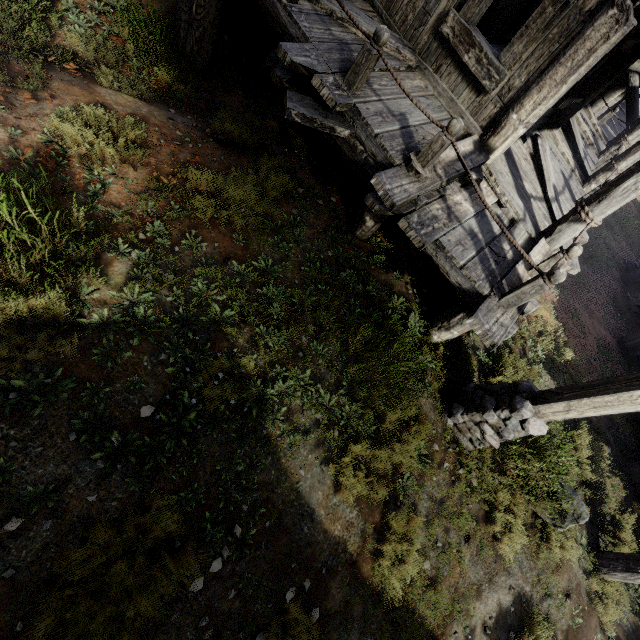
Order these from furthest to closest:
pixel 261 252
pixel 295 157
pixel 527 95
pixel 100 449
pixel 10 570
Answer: pixel 295 157 < pixel 527 95 < pixel 261 252 < pixel 100 449 < pixel 10 570

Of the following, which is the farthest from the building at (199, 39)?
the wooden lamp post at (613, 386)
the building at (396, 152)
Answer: the wooden lamp post at (613, 386)

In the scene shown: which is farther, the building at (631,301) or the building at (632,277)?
the building at (632,277)

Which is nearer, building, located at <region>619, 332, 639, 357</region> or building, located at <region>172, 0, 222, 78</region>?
building, located at <region>172, 0, 222, 78</region>

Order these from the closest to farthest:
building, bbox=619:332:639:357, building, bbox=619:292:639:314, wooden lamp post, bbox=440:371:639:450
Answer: wooden lamp post, bbox=440:371:639:450 < building, bbox=619:332:639:357 < building, bbox=619:292:639:314

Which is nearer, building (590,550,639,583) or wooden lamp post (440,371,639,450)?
wooden lamp post (440,371,639,450)

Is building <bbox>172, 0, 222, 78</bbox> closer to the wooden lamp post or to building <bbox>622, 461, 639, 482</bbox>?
building <bbox>622, 461, 639, 482</bbox>
